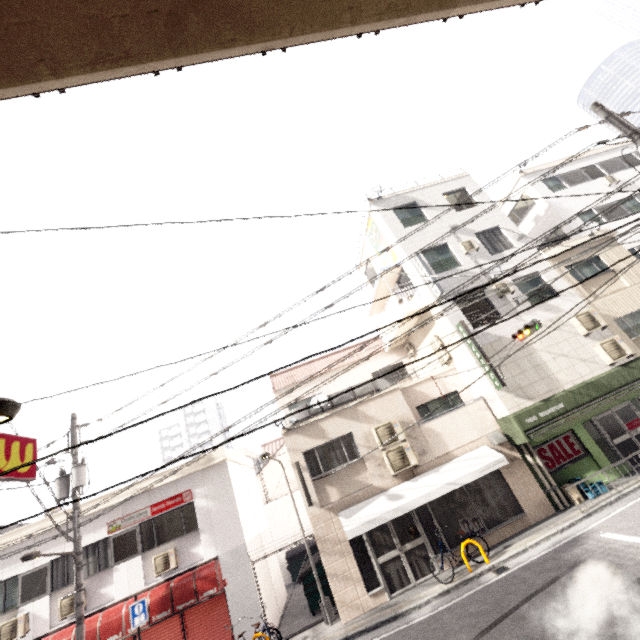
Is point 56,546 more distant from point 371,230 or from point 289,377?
point 371,230

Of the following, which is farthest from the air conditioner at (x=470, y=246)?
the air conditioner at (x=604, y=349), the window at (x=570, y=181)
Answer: the window at (x=570, y=181)

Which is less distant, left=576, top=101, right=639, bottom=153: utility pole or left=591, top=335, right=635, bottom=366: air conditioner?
left=576, top=101, right=639, bottom=153: utility pole

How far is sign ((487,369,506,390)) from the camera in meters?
11.7

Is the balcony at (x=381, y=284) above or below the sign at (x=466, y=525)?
above

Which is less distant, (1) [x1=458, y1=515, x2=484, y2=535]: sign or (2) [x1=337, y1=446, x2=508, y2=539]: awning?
(2) [x1=337, y1=446, x2=508, y2=539]: awning

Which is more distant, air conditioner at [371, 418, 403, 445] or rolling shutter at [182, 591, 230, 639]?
air conditioner at [371, 418, 403, 445]

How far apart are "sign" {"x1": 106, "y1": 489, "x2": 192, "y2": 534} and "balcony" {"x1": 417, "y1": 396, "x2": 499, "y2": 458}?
8.93m
